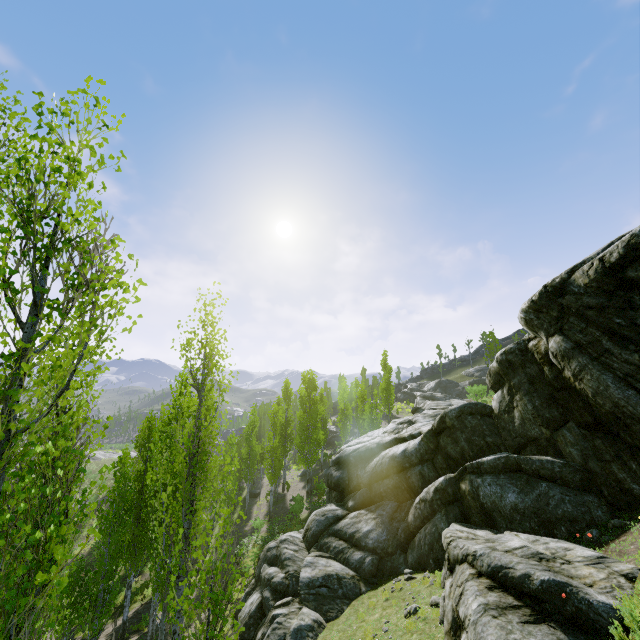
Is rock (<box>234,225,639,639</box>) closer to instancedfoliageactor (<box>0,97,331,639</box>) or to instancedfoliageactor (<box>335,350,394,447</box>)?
instancedfoliageactor (<box>0,97,331,639</box>)

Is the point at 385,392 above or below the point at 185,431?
above

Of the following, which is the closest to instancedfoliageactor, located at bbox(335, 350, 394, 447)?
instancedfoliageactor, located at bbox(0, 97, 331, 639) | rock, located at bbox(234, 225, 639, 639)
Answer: instancedfoliageactor, located at bbox(0, 97, 331, 639)

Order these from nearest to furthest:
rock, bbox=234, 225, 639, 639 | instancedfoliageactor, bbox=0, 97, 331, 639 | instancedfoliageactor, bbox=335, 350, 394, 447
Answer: instancedfoliageactor, bbox=0, 97, 331, 639, rock, bbox=234, 225, 639, 639, instancedfoliageactor, bbox=335, 350, 394, 447

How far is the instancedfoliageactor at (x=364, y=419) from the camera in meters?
31.8

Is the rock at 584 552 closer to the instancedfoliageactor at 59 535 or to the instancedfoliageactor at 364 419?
the instancedfoliageactor at 59 535
